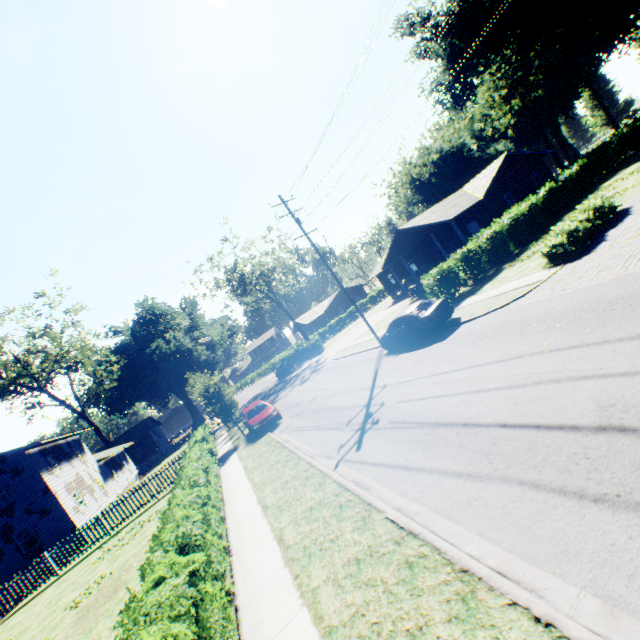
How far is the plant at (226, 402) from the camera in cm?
2156

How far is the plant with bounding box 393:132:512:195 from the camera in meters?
54.5

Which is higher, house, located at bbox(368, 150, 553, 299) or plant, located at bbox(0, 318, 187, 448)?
plant, located at bbox(0, 318, 187, 448)

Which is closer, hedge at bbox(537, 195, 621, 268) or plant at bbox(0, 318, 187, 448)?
hedge at bbox(537, 195, 621, 268)

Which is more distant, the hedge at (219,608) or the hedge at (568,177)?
the hedge at (568,177)

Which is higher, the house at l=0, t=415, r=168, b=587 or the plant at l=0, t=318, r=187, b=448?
the plant at l=0, t=318, r=187, b=448

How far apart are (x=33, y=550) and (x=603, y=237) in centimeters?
3799cm

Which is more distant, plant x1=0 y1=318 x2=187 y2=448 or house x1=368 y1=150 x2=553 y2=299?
plant x1=0 y1=318 x2=187 y2=448
